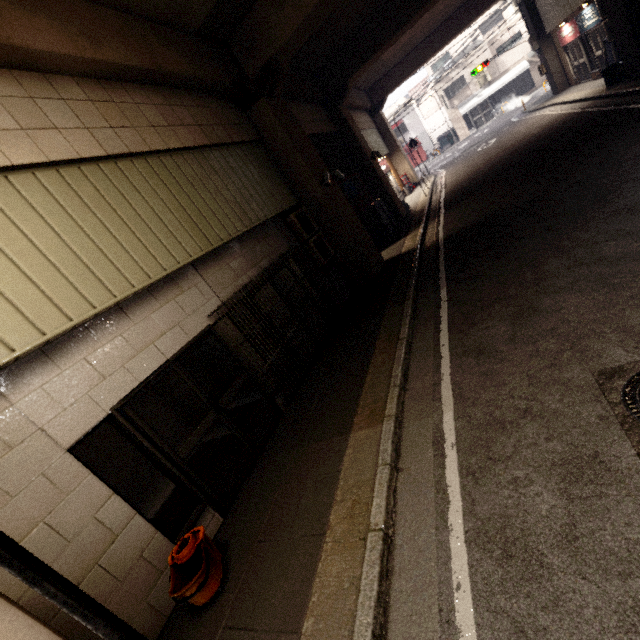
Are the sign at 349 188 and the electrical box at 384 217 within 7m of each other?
yes

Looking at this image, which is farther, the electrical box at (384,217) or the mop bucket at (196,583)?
the electrical box at (384,217)

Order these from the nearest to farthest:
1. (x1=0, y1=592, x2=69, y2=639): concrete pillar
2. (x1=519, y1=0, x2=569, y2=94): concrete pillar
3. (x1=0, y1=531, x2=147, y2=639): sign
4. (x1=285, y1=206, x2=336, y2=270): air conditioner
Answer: (x1=0, y1=531, x2=147, y2=639): sign < (x1=0, y1=592, x2=69, y2=639): concrete pillar < (x1=285, y1=206, x2=336, y2=270): air conditioner < (x1=519, y1=0, x2=569, y2=94): concrete pillar

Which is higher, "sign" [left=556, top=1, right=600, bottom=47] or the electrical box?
"sign" [left=556, top=1, right=600, bottom=47]

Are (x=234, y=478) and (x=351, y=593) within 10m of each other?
yes

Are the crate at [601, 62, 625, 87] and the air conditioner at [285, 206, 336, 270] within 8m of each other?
no

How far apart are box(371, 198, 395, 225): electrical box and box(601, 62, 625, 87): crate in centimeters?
897cm

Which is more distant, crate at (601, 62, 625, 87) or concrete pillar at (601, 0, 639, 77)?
crate at (601, 62, 625, 87)
